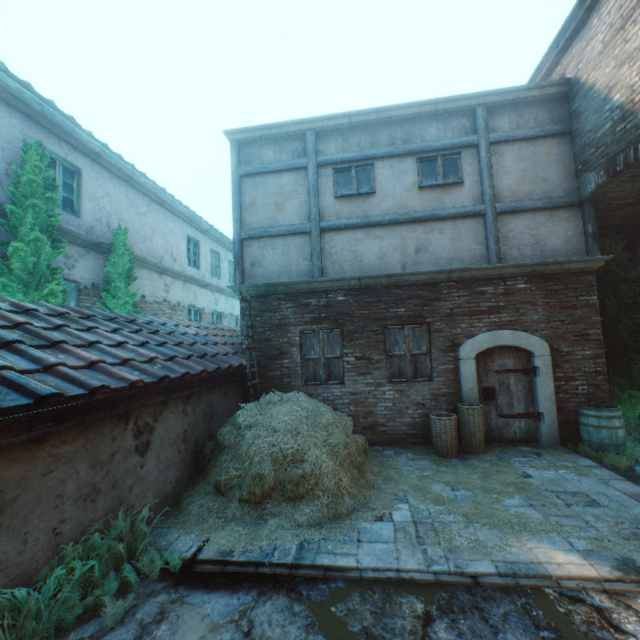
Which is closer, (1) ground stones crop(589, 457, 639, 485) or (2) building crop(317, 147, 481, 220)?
(1) ground stones crop(589, 457, 639, 485)

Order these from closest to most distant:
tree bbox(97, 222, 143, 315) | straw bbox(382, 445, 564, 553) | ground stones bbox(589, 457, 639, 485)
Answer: straw bbox(382, 445, 564, 553), ground stones bbox(589, 457, 639, 485), tree bbox(97, 222, 143, 315)

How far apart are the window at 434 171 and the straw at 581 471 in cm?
587

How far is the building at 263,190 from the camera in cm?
796

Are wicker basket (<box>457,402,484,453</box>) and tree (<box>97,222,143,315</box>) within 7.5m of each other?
no

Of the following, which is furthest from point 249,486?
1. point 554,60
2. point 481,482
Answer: point 554,60

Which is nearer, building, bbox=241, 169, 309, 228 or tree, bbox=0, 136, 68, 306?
tree, bbox=0, 136, 68, 306

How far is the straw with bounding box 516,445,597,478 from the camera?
5.3m
